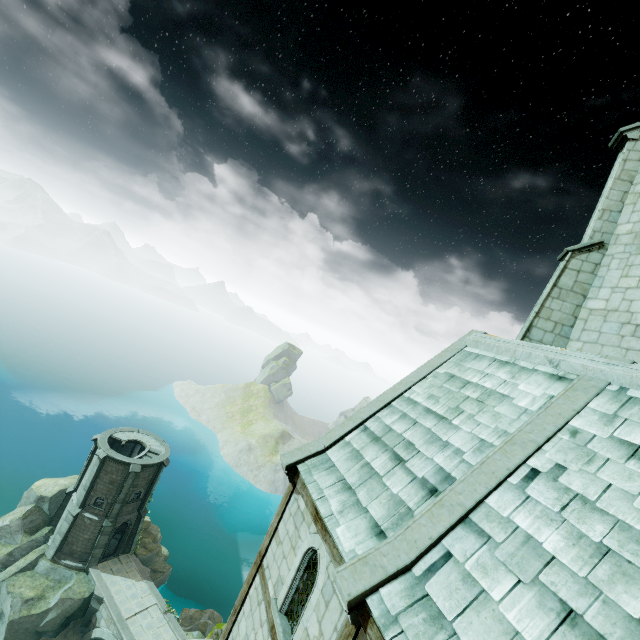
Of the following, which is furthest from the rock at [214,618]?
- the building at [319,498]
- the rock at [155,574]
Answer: the building at [319,498]

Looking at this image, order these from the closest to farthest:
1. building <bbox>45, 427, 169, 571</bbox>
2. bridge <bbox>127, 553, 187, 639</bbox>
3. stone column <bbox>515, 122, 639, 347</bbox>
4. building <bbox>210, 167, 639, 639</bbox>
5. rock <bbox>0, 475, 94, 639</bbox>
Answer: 1. building <bbox>210, 167, 639, 639</bbox>
2. stone column <bbox>515, 122, 639, 347</bbox>
3. rock <bbox>0, 475, 94, 639</bbox>
4. bridge <bbox>127, 553, 187, 639</bbox>
5. building <bbox>45, 427, 169, 571</bbox>

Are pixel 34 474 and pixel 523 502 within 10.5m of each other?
no

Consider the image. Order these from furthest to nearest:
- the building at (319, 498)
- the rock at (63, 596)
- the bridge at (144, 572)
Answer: the bridge at (144, 572) → the rock at (63, 596) → the building at (319, 498)

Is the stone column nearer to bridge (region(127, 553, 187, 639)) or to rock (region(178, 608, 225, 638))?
bridge (region(127, 553, 187, 639))

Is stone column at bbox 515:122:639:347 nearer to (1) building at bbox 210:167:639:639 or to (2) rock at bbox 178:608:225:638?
(1) building at bbox 210:167:639:639

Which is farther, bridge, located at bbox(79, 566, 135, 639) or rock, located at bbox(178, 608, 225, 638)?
rock, located at bbox(178, 608, 225, 638)

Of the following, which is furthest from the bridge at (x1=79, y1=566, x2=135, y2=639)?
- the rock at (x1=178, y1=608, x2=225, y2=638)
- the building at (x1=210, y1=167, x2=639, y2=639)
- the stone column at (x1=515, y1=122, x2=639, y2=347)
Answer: the stone column at (x1=515, y1=122, x2=639, y2=347)
